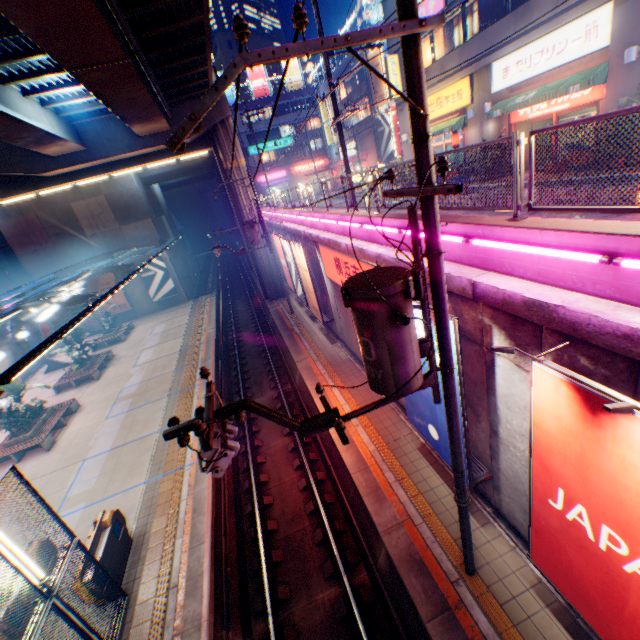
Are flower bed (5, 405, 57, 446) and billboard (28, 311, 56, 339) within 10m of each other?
no

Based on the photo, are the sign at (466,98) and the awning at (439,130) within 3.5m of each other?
yes

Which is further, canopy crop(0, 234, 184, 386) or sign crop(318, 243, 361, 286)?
sign crop(318, 243, 361, 286)

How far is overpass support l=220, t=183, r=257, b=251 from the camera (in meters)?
24.84

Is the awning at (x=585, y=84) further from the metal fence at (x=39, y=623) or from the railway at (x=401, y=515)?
the railway at (x=401, y=515)

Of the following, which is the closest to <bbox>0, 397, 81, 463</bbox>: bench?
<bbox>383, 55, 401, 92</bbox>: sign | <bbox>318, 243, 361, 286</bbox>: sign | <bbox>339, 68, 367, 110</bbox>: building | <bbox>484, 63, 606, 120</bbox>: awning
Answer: <bbox>318, 243, 361, 286</bbox>: sign

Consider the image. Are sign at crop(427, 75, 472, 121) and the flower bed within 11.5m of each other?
no

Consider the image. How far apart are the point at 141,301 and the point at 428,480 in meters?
33.8 m
